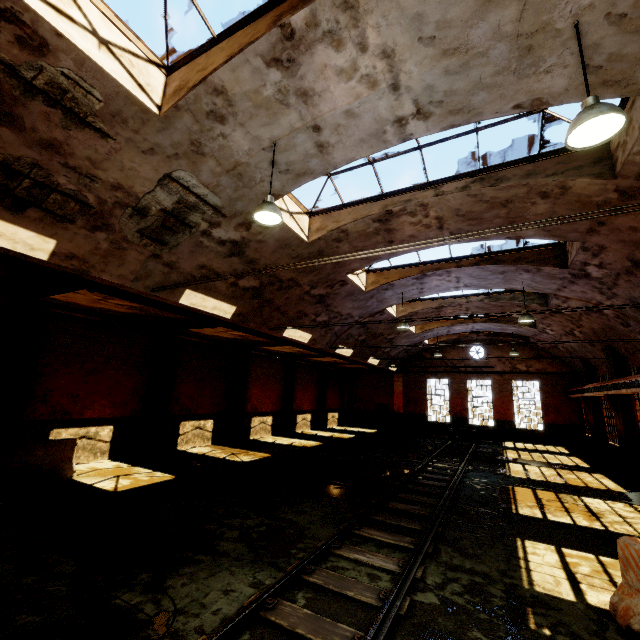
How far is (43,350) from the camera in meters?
10.4 m

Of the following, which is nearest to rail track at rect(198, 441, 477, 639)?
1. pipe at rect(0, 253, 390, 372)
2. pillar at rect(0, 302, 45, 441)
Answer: Answer: pipe at rect(0, 253, 390, 372)

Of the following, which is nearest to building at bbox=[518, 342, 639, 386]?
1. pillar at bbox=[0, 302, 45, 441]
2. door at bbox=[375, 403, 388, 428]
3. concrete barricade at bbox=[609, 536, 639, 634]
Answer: concrete barricade at bbox=[609, 536, 639, 634]

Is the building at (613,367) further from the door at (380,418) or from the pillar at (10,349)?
the pillar at (10,349)

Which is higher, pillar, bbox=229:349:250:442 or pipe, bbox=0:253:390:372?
pipe, bbox=0:253:390:372

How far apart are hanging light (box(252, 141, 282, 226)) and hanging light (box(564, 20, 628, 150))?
4.2m

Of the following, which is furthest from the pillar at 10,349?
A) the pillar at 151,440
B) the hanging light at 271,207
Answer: the hanging light at 271,207

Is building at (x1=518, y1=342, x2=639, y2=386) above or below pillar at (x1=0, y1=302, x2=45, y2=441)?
above
